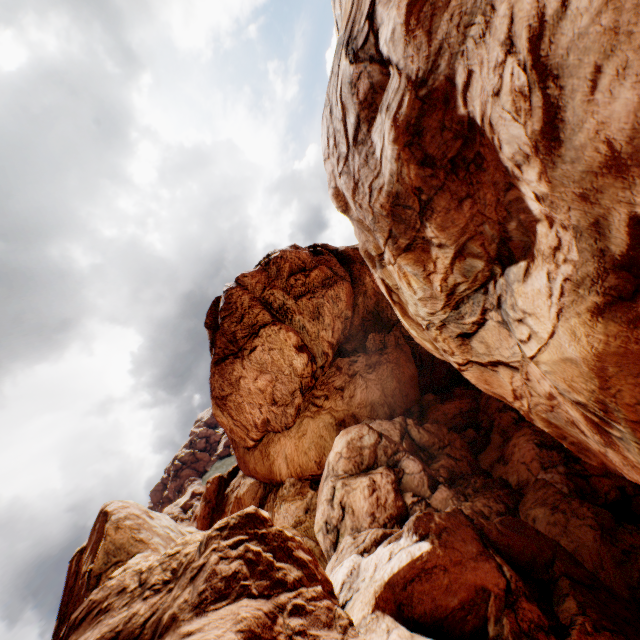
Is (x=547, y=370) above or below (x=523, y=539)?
above
